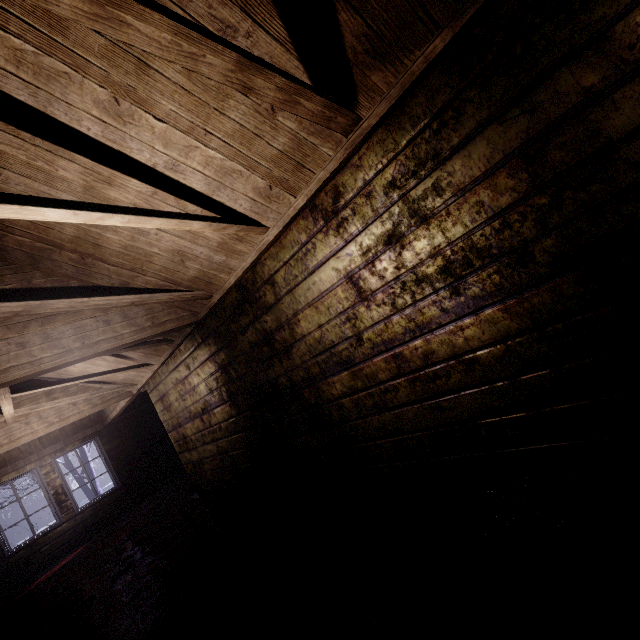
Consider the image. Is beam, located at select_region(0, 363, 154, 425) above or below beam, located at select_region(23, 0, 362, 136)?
above

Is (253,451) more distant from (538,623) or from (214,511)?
(538,623)

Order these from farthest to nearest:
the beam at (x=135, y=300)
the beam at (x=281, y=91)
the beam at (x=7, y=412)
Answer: the beam at (x=7, y=412), the beam at (x=135, y=300), the beam at (x=281, y=91)

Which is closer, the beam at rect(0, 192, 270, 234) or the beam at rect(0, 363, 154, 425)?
the beam at rect(0, 192, 270, 234)

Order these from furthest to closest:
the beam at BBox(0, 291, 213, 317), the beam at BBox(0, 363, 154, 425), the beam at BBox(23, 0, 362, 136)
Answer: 1. the beam at BBox(0, 363, 154, 425)
2. the beam at BBox(0, 291, 213, 317)
3. the beam at BBox(23, 0, 362, 136)

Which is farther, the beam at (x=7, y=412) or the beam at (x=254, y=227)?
the beam at (x=7, y=412)
